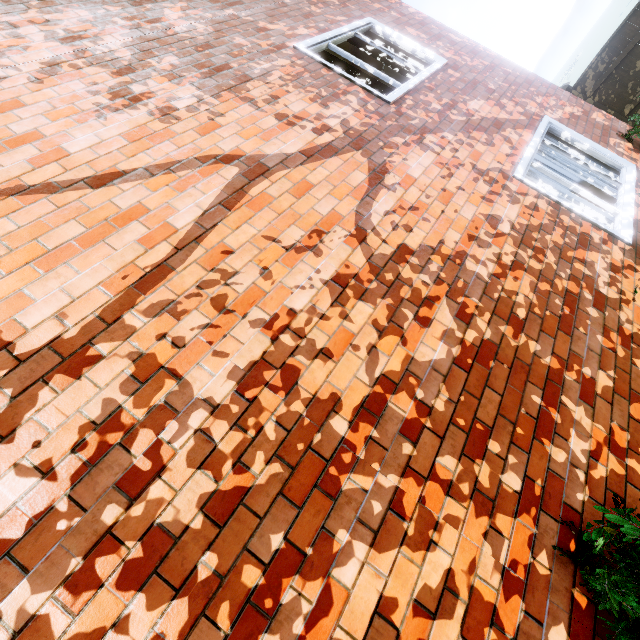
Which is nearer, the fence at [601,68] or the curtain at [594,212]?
the curtain at [594,212]

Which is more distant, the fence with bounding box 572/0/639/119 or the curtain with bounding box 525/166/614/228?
the fence with bounding box 572/0/639/119

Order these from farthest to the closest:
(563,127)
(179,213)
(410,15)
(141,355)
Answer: (410,15), (563,127), (179,213), (141,355)

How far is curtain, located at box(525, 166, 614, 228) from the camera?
3.8m

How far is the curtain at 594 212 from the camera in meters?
3.8 m
